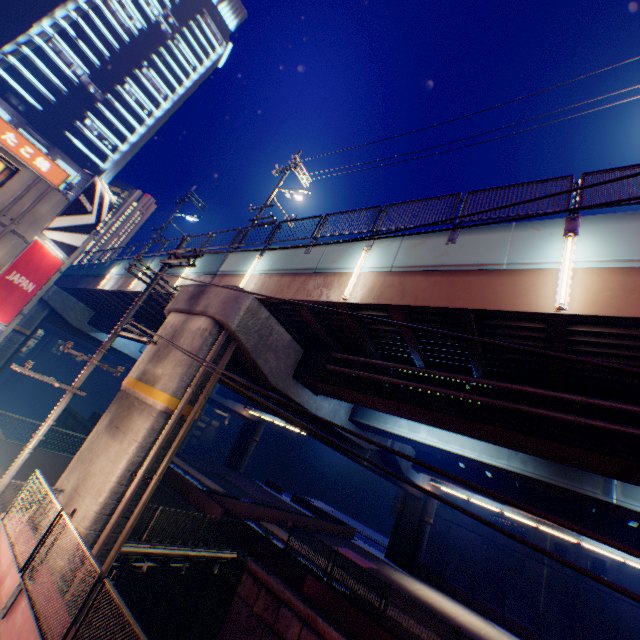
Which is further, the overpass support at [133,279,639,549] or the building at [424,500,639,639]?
the building at [424,500,639,639]

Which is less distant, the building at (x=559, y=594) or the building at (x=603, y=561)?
the building at (x=559, y=594)

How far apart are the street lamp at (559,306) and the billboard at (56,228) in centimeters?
2163cm

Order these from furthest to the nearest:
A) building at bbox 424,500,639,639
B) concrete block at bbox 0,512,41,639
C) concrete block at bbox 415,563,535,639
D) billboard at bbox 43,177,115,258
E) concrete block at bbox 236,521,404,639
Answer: building at bbox 424,500,639,639
concrete block at bbox 415,563,535,639
billboard at bbox 43,177,115,258
concrete block at bbox 236,521,404,639
concrete block at bbox 0,512,41,639

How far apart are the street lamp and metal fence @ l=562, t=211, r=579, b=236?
0.0m

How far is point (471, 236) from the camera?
8.2 meters

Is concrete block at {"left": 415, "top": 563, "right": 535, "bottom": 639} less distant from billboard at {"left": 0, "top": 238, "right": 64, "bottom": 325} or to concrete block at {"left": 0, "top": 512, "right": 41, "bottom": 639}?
concrete block at {"left": 0, "top": 512, "right": 41, "bottom": 639}

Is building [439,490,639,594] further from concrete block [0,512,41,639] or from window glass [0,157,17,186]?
window glass [0,157,17,186]
